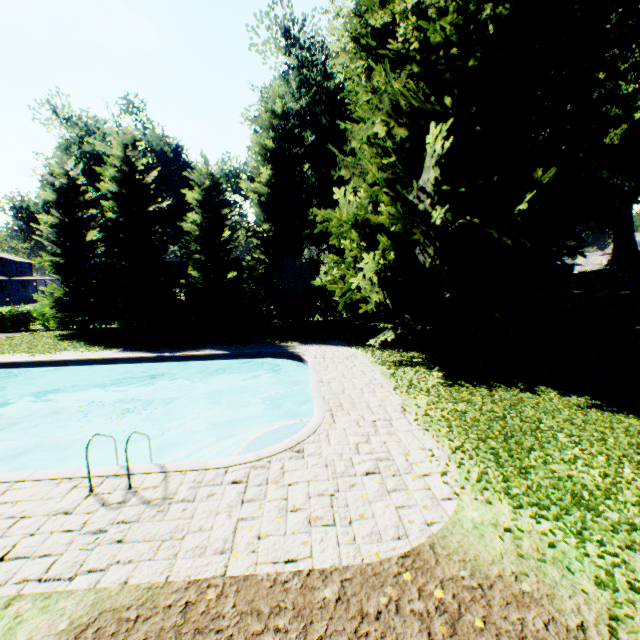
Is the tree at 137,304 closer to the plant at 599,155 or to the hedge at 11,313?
the hedge at 11,313

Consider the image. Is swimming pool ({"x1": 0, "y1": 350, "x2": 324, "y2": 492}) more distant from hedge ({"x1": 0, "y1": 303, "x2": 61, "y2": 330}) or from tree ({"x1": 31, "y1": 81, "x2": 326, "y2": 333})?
hedge ({"x1": 0, "y1": 303, "x2": 61, "y2": 330})

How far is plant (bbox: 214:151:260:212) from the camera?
31.72m

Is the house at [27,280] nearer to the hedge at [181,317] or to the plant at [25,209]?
the plant at [25,209]

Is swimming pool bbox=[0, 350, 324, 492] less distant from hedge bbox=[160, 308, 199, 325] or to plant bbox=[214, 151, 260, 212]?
plant bbox=[214, 151, 260, 212]

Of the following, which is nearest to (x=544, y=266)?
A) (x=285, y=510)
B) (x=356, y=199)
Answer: (x=356, y=199)

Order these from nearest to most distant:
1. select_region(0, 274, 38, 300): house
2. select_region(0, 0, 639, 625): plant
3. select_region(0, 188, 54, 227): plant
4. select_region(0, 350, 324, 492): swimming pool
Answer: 1. select_region(0, 350, 324, 492): swimming pool
2. select_region(0, 0, 639, 625): plant
3. select_region(0, 188, 54, 227): plant
4. select_region(0, 274, 38, 300): house

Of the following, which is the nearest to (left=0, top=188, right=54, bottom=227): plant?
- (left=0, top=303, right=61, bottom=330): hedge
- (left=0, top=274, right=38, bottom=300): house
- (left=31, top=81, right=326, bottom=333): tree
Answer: (left=0, top=274, right=38, bottom=300): house
